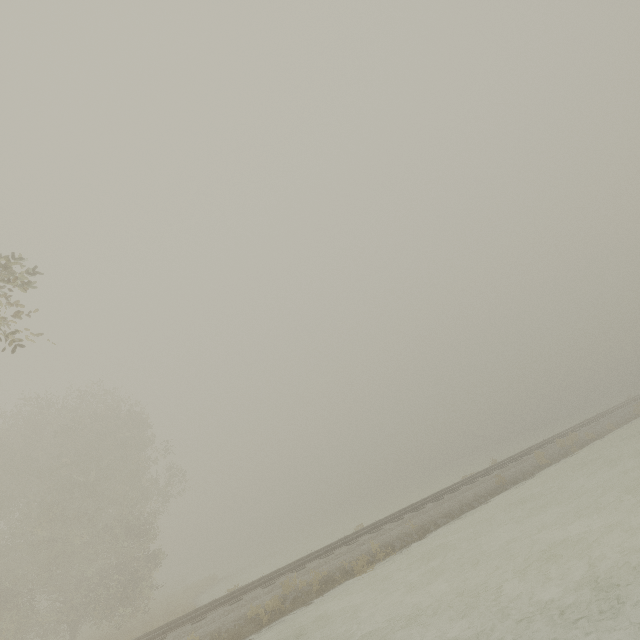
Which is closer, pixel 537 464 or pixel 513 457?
pixel 537 464
